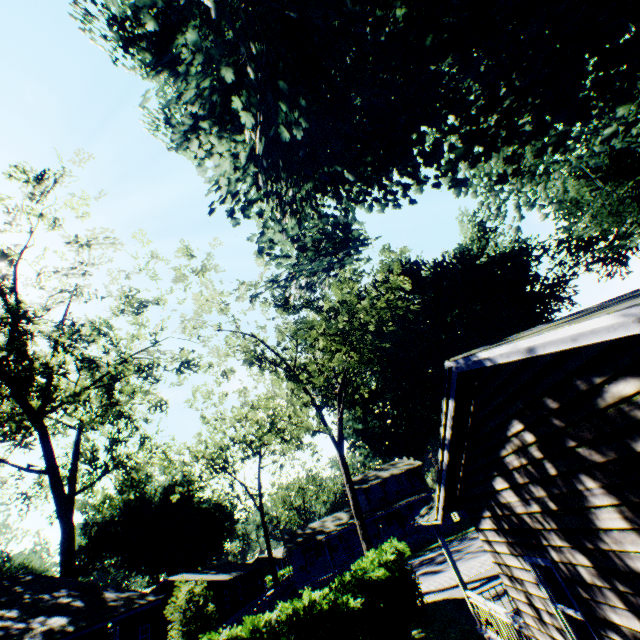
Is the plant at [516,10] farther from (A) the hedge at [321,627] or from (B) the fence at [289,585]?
(A) the hedge at [321,627]

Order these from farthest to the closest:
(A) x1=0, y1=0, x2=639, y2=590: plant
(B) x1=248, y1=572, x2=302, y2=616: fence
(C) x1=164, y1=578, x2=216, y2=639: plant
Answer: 1. (B) x1=248, y1=572, x2=302, y2=616: fence
2. (C) x1=164, y1=578, x2=216, y2=639: plant
3. (A) x1=0, y1=0, x2=639, y2=590: plant

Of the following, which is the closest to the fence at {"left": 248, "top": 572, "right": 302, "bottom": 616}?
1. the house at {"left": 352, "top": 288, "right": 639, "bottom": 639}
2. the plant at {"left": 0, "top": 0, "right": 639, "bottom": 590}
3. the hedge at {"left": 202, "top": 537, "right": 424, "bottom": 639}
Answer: the plant at {"left": 0, "top": 0, "right": 639, "bottom": 590}

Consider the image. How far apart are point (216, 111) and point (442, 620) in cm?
1902

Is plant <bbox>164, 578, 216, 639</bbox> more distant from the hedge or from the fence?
the hedge

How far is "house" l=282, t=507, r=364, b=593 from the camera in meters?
38.5 m

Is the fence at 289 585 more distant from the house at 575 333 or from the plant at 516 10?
the house at 575 333

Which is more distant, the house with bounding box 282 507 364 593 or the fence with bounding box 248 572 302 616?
the house with bounding box 282 507 364 593
